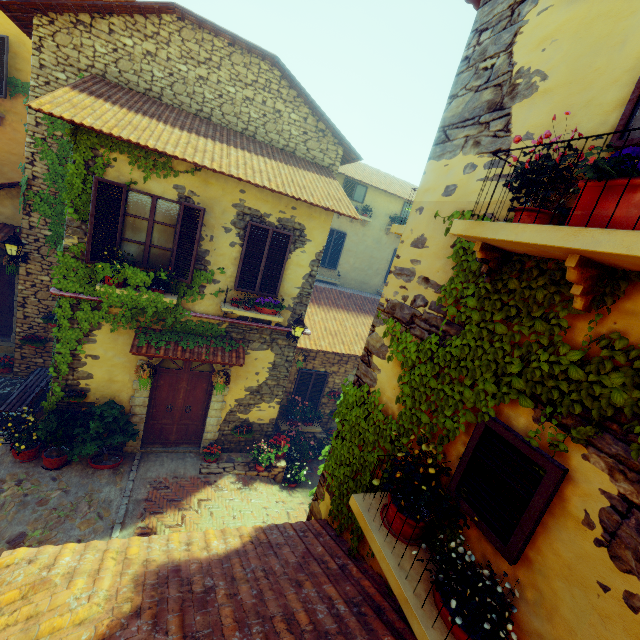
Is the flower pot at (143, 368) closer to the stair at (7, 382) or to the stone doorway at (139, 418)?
the stone doorway at (139, 418)

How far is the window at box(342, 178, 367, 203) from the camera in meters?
13.2 m

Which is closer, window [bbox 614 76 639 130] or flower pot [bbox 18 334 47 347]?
window [bbox 614 76 639 130]

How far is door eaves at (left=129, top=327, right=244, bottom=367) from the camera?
7.1m

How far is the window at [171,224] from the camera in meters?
6.3 m

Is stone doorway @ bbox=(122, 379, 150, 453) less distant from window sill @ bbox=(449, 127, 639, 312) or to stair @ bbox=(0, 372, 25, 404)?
stair @ bbox=(0, 372, 25, 404)

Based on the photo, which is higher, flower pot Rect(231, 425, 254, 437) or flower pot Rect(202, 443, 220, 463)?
flower pot Rect(231, 425, 254, 437)

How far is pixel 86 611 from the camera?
2.3m
